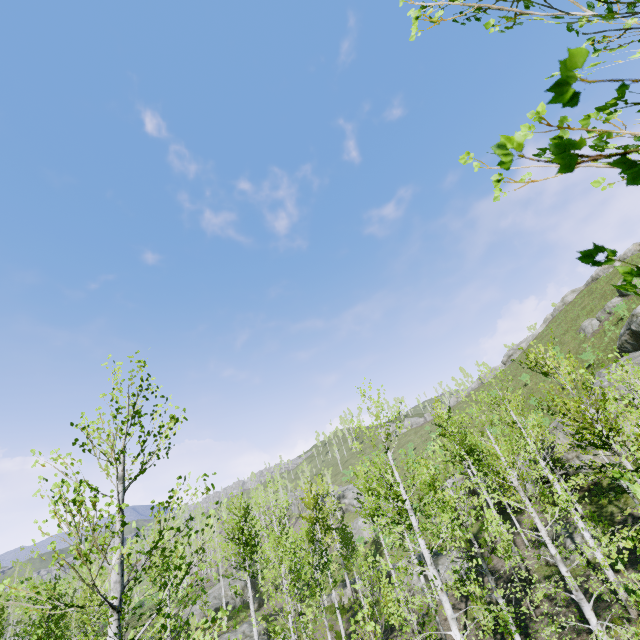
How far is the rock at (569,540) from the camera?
16.6m

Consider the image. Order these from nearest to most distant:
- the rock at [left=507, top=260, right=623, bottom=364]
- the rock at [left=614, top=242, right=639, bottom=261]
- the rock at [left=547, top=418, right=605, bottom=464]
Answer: the rock at [left=547, top=418, right=605, bottom=464]
the rock at [left=614, top=242, right=639, bottom=261]
the rock at [left=507, top=260, right=623, bottom=364]

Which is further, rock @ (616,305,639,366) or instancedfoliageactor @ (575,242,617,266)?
rock @ (616,305,639,366)

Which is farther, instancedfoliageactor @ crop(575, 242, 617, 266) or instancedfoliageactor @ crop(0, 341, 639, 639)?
instancedfoliageactor @ crop(0, 341, 639, 639)

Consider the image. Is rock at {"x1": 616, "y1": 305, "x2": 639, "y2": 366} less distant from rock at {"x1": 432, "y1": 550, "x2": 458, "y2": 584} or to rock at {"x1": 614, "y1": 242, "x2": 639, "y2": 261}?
rock at {"x1": 614, "y1": 242, "x2": 639, "y2": 261}

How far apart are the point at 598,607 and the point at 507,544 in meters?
3.4 m

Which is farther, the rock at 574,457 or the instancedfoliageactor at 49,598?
the rock at 574,457

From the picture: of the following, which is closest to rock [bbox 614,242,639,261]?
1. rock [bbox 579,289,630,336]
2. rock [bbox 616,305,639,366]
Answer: rock [bbox 579,289,630,336]
